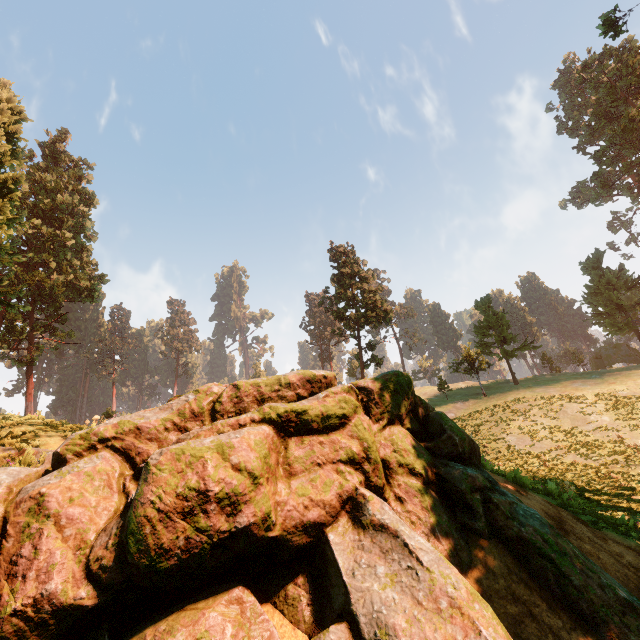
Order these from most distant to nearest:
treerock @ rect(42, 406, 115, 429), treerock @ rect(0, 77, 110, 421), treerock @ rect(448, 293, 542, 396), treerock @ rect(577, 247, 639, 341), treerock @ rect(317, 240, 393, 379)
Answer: treerock @ rect(448, 293, 542, 396), treerock @ rect(577, 247, 639, 341), treerock @ rect(317, 240, 393, 379), treerock @ rect(0, 77, 110, 421), treerock @ rect(42, 406, 115, 429)

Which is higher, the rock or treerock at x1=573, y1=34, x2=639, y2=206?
treerock at x1=573, y1=34, x2=639, y2=206

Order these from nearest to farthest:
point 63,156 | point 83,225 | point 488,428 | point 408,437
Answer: point 408,437 → point 488,428 → point 83,225 → point 63,156

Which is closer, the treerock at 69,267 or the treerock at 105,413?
the treerock at 105,413

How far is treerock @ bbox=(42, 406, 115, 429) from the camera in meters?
8.9

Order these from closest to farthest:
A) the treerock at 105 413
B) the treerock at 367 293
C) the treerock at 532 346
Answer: the treerock at 105 413, the treerock at 367 293, the treerock at 532 346

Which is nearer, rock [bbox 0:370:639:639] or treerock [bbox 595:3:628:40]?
rock [bbox 0:370:639:639]
